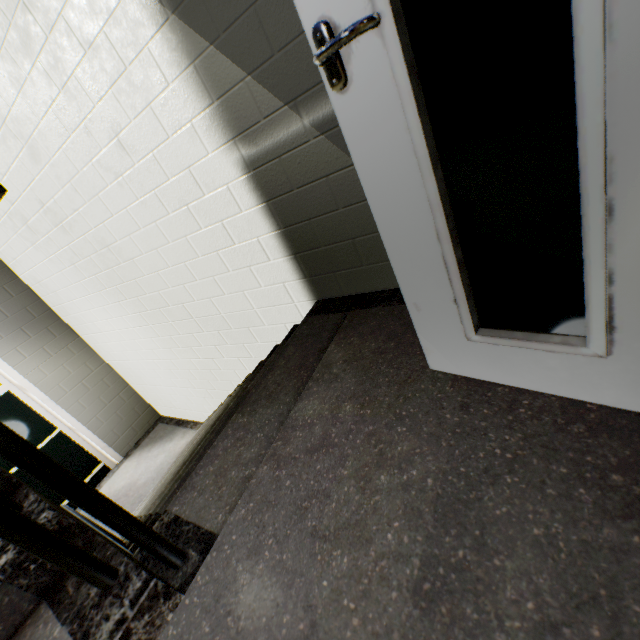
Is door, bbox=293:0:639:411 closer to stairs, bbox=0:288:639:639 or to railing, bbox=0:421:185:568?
stairs, bbox=0:288:639:639

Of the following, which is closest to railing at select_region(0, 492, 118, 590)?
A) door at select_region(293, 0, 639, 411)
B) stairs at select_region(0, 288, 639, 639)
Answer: stairs at select_region(0, 288, 639, 639)

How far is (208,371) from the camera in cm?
349

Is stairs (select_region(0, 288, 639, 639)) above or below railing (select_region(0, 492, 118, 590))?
below

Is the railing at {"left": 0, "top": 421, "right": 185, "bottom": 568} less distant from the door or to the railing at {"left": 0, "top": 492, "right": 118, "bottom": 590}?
the railing at {"left": 0, "top": 492, "right": 118, "bottom": 590}

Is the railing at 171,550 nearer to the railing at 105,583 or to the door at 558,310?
the railing at 105,583

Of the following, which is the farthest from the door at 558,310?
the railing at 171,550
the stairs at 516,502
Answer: the railing at 171,550
